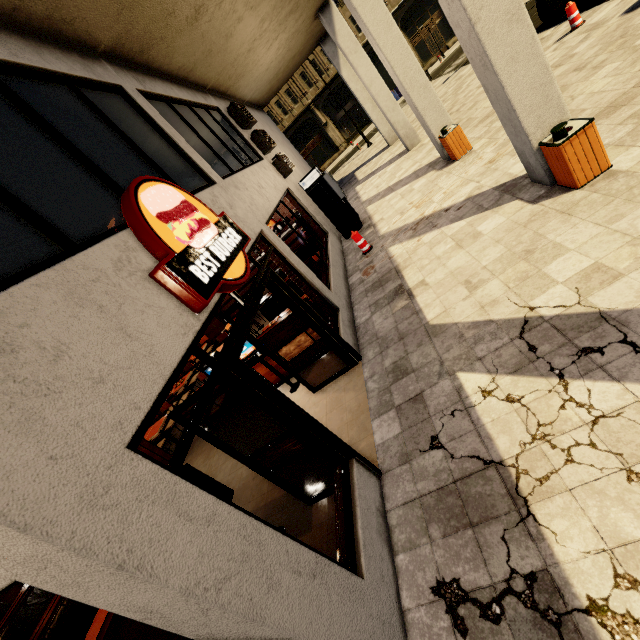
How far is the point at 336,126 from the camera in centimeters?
3572cm

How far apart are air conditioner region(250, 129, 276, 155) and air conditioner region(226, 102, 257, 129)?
0.2m

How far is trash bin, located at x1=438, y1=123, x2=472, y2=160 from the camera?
8.7m

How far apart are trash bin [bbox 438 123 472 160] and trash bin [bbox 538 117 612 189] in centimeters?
447cm

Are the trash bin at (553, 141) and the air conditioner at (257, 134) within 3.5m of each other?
no

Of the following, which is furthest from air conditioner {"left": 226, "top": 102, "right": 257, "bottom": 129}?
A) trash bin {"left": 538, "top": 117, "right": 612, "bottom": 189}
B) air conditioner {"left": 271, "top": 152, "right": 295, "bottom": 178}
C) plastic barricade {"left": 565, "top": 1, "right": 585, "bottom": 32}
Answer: plastic barricade {"left": 565, "top": 1, "right": 585, "bottom": 32}

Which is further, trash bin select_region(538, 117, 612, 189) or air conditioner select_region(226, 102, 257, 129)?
air conditioner select_region(226, 102, 257, 129)

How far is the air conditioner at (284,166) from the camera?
10.1m
